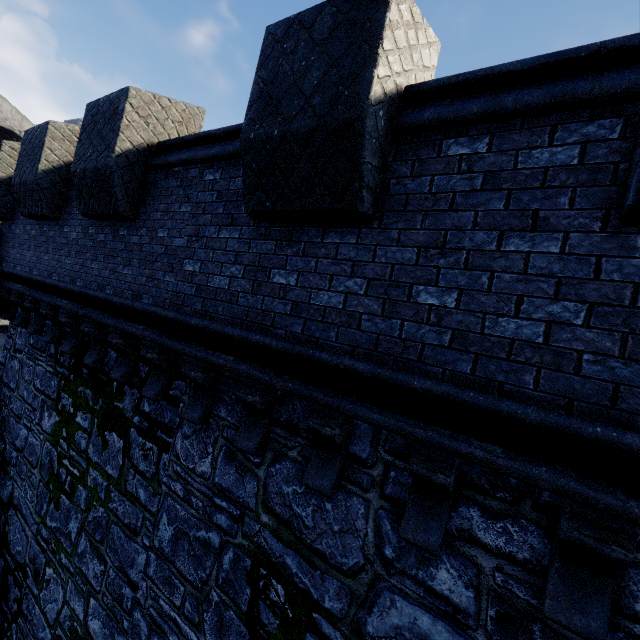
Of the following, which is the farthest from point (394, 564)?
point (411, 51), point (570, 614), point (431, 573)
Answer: point (411, 51)
